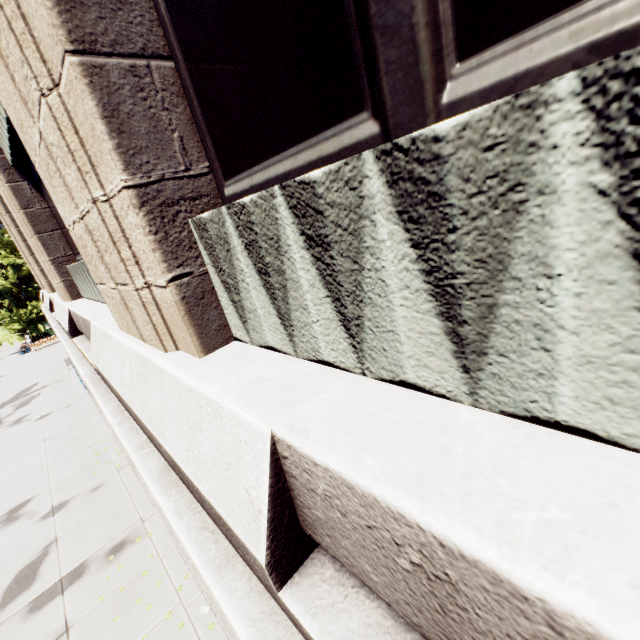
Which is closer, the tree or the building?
the building

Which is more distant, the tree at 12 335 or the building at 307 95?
the tree at 12 335

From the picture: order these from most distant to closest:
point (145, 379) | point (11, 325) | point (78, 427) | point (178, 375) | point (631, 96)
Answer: point (11, 325), point (78, 427), point (145, 379), point (178, 375), point (631, 96)
